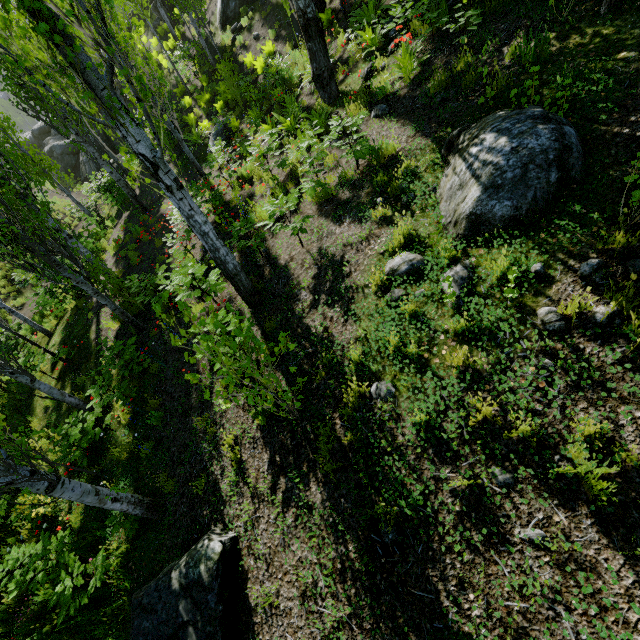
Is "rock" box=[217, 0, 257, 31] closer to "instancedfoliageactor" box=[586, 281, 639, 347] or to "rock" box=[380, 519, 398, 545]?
"instancedfoliageactor" box=[586, 281, 639, 347]

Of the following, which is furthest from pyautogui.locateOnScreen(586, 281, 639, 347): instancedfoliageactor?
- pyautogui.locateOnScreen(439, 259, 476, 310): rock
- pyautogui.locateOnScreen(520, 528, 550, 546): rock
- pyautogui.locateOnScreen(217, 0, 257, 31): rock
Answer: pyautogui.locateOnScreen(217, 0, 257, 31): rock

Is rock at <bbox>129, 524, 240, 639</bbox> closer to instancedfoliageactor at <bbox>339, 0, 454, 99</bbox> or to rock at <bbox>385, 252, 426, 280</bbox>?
instancedfoliageactor at <bbox>339, 0, 454, 99</bbox>

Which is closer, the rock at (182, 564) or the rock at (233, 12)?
the rock at (182, 564)

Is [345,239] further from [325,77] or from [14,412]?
[14,412]

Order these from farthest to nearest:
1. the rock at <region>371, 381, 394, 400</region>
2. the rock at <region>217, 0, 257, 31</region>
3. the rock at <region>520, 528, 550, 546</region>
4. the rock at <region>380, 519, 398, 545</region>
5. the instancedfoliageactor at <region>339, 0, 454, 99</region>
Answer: the rock at <region>217, 0, 257, 31</region>, the instancedfoliageactor at <region>339, 0, 454, 99</region>, the rock at <region>371, 381, 394, 400</region>, the rock at <region>380, 519, 398, 545</region>, the rock at <region>520, 528, 550, 546</region>

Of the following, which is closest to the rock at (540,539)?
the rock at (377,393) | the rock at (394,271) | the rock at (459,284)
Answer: the rock at (377,393)

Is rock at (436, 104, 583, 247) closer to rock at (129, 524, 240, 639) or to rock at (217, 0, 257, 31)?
rock at (129, 524, 240, 639)
